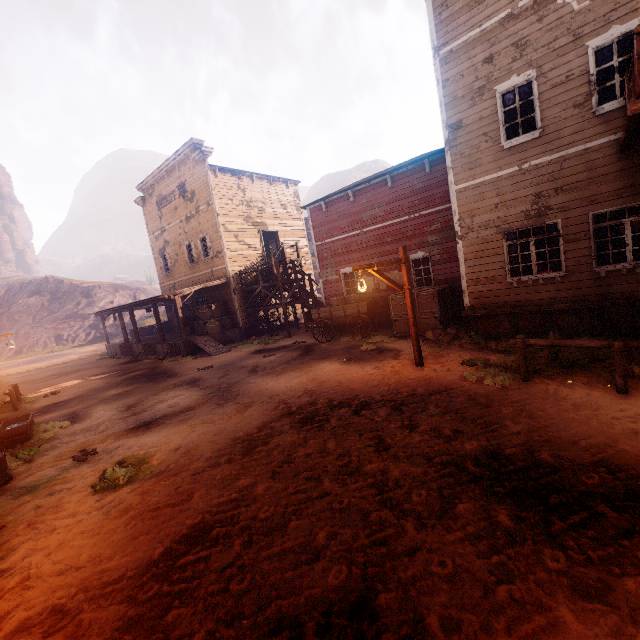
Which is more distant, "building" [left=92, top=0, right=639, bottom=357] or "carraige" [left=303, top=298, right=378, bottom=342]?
"carraige" [left=303, top=298, right=378, bottom=342]

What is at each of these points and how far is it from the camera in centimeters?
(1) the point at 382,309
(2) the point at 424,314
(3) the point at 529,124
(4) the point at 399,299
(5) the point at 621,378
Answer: (1) building, 1600cm
(2) wooden box, 1259cm
(3) wooden box, 923cm
(4) wooden box, 1315cm
(5) horse pole, 552cm

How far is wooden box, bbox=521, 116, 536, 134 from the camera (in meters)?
9.20

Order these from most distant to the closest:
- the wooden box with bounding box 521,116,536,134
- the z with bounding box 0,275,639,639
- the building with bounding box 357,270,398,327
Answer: the building with bounding box 357,270,398,327 < the wooden box with bounding box 521,116,536,134 < the z with bounding box 0,275,639,639

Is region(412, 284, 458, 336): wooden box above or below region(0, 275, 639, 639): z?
above

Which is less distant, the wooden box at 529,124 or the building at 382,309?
the wooden box at 529,124

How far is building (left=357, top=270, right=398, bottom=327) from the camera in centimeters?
Result: 1578cm

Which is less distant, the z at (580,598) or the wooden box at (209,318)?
the z at (580,598)
